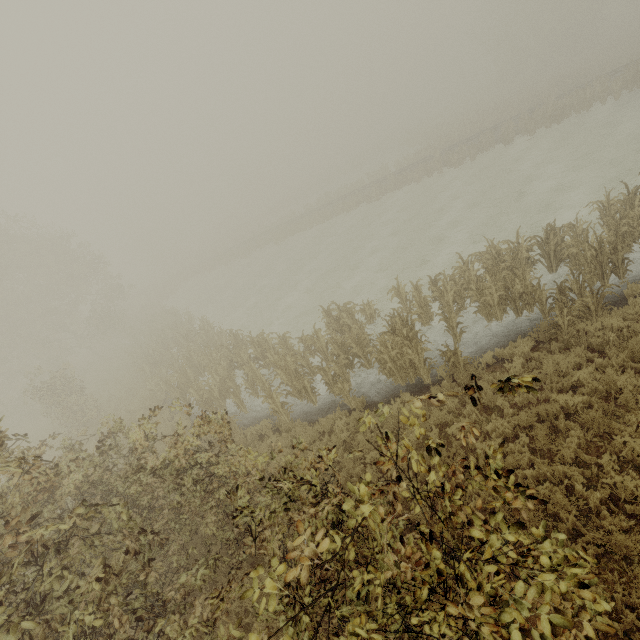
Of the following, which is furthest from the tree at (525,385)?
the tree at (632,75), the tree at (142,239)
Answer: the tree at (142,239)

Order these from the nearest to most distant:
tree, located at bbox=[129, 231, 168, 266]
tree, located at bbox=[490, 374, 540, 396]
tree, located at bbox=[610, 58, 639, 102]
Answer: tree, located at bbox=[490, 374, 540, 396] → tree, located at bbox=[610, 58, 639, 102] → tree, located at bbox=[129, 231, 168, 266]

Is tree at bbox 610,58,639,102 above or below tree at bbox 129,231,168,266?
below

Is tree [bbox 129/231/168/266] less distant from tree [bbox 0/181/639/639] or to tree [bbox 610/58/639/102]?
tree [bbox 0/181/639/639]

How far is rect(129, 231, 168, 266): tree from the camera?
57.1 meters

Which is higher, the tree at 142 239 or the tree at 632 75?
the tree at 142 239

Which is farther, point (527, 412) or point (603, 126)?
point (603, 126)
